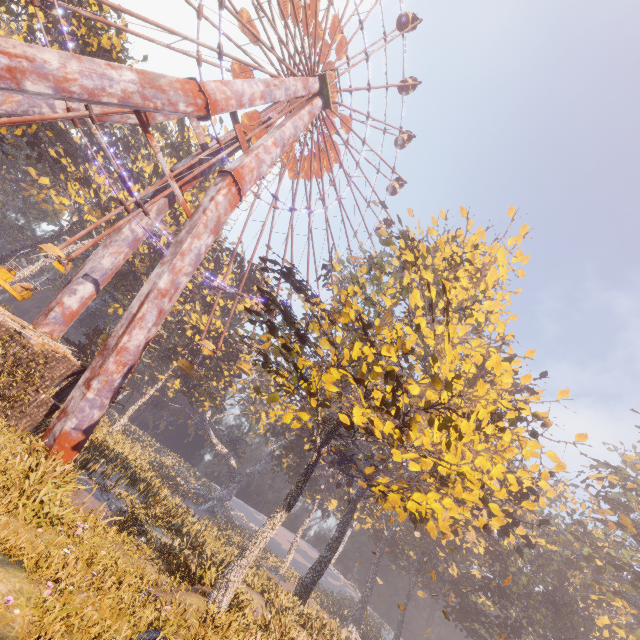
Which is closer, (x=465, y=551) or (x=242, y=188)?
(x=242, y=188)

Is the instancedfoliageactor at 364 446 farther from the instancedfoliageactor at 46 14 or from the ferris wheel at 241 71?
the instancedfoliageactor at 46 14

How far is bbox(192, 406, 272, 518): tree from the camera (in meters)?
52.31

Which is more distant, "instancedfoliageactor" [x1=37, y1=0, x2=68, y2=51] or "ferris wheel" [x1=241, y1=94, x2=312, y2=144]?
"ferris wheel" [x1=241, y1=94, x2=312, y2=144]

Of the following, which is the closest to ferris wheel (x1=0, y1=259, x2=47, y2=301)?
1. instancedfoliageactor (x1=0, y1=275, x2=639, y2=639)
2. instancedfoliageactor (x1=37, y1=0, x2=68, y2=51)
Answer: instancedfoliageactor (x1=37, y1=0, x2=68, y2=51)

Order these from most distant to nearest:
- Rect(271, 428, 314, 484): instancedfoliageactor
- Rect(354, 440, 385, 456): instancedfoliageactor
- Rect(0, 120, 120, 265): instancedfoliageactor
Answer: Rect(271, 428, 314, 484): instancedfoliageactor < Rect(354, 440, 385, 456): instancedfoliageactor < Rect(0, 120, 120, 265): instancedfoliageactor

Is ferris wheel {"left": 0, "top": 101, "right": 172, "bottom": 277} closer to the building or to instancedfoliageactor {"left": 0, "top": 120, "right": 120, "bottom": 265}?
the building

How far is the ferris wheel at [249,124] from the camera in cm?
2194
